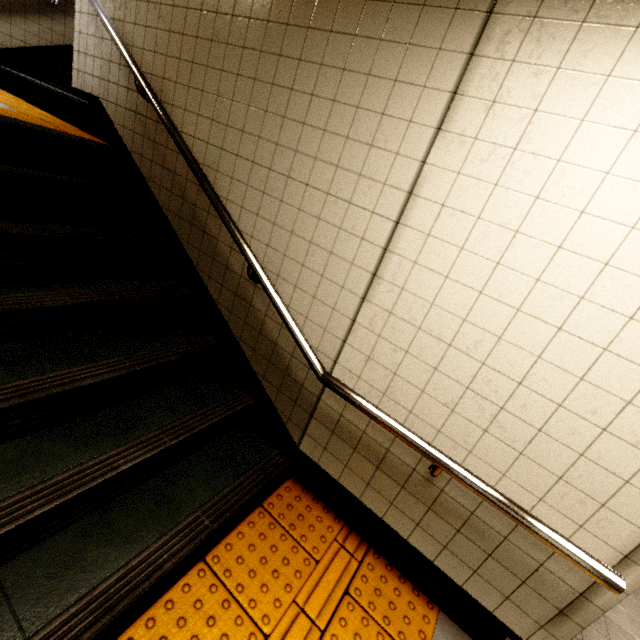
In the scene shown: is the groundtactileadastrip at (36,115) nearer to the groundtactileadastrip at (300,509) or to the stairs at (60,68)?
the stairs at (60,68)

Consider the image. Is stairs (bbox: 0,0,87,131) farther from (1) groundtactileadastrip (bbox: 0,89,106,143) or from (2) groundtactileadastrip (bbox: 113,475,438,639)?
(2) groundtactileadastrip (bbox: 113,475,438,639)

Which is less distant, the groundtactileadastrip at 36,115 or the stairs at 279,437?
the stairs at 279,437

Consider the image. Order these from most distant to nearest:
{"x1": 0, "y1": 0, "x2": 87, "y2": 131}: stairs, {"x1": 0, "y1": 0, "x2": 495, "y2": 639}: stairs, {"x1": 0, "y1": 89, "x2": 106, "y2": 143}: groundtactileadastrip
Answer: {"x1": 0, "y1": 0, "x2": 87, "y2": 131}: stairs → {"x1": 0, "y1": 89, "x2": 106, "y2": 143}: groundtactileadastrip → {"x1": 0, "y1": 0, "x2": 495, "y2": 639}: stairs

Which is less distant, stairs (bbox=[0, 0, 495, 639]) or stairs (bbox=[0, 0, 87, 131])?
stairs (bbox=[0, 0, 495, 639])

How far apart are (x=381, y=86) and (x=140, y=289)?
1.9m

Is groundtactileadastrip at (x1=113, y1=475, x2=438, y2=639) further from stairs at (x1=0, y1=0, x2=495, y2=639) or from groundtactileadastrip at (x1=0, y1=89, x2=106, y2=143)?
groundtactileadastrip at (x1=0, y1=89, x2=106, y2=143)

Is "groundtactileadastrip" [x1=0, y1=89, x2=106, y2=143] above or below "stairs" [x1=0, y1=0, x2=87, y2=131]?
below
